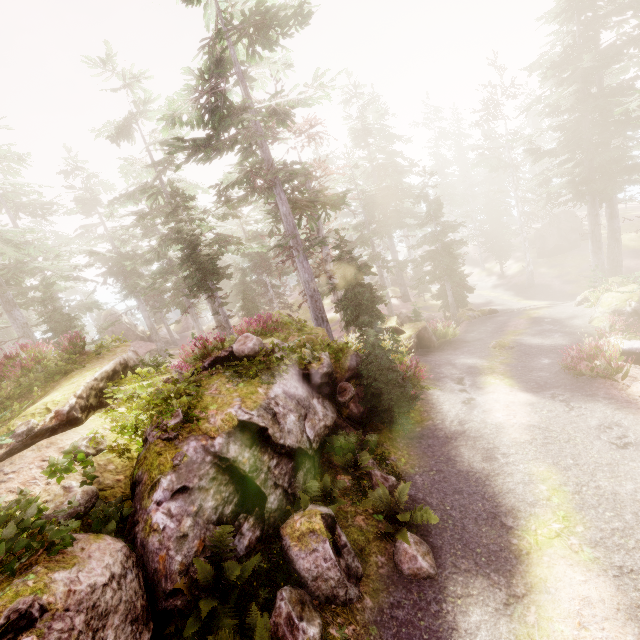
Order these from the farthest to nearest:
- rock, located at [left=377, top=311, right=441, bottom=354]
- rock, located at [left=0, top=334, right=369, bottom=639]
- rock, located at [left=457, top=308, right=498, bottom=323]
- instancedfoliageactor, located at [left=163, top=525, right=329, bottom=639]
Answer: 1. rock, located at [left=457, top=308, right=498, bottom=323]
2. rock, located at [left=377, top=311, right=441, bottom=354]
3. instancedfoliageactor, located at [left=163, top=525, right=329, bottom=639]
4. rock, located at [left=0, top=334, right=369, bottom=639]

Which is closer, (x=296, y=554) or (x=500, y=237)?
(x=296, y=554)

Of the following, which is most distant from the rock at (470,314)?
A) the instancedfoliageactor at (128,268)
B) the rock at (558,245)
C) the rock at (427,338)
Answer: the rock at (558,245)

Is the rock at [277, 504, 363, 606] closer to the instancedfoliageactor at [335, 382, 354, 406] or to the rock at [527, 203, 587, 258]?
the instancedfoliageactor at [335, 382, 354, 406]

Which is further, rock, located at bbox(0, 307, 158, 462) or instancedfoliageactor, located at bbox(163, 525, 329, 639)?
rock, located at bbox(0, 307, 158, 462)

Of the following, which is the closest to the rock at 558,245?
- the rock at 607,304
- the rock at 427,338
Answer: the rock at 607,304

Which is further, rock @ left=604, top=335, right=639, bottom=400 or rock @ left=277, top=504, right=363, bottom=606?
rock @ left=604, top=335, right=639, bottom=400
